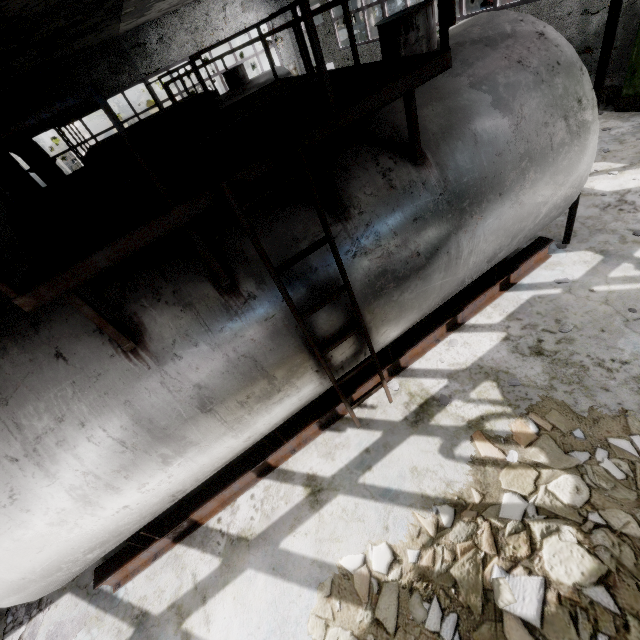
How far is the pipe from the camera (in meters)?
8.15

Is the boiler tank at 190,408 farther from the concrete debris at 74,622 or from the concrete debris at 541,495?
the concrete debris at 541,495

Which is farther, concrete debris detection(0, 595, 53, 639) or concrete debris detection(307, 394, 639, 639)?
concrete debris detection(0, 595, 53, 639)

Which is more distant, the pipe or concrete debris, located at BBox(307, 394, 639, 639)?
the pipe

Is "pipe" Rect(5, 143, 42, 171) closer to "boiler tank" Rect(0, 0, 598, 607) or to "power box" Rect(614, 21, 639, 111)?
"boiler tank" Rect(0, 0, 598, 607)

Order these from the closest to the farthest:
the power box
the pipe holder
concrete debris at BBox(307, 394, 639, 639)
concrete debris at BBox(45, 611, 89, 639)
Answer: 1. concrete debris at BBox(307, 394, 639, 639)
2. the pipe holder
3. concrete debris at BBox(45, 611, 89, 639)
4. the power box

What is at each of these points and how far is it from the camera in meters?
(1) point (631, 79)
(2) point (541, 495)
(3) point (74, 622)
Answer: (1) power box, 8.0
(2) concrete debris, 3.4
(3) concrete debris, 4.4

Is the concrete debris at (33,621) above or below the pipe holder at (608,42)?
→ below
